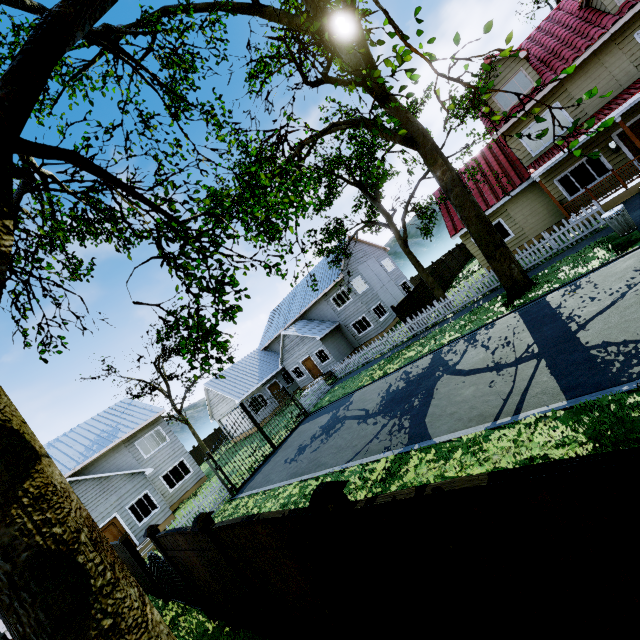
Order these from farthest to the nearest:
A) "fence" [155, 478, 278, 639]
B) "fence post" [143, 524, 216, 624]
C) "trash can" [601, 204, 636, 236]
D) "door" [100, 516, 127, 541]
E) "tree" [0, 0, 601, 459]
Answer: "door" [100, 516, 127, 541]
"trash can" [601, 204, 636, 236]
"fence post" [143, 524, 216, 624]
"fence" [155, 478, 278, 639]
"tree" [0, 0, 601, 459]

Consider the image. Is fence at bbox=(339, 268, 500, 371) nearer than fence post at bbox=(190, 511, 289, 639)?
No

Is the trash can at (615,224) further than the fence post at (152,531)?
Yes

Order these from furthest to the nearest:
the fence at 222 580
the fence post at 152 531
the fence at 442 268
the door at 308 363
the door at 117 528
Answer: the door at 308 363 → the fence at 442 268 → the door at 117 528 → the fence post at 152 531 → the fence at 222 580

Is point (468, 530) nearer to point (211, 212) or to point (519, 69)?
Result: point (211, 212)

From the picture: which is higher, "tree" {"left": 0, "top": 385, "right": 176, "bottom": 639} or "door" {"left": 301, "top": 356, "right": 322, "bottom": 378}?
"tree" {"left": 0, "top": 385, "right": 176, "bottom": 639}

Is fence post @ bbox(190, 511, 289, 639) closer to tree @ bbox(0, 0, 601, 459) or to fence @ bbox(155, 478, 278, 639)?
fence @ bbox(155, 478, 278, 639)

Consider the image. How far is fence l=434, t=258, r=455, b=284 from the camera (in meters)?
27.42
